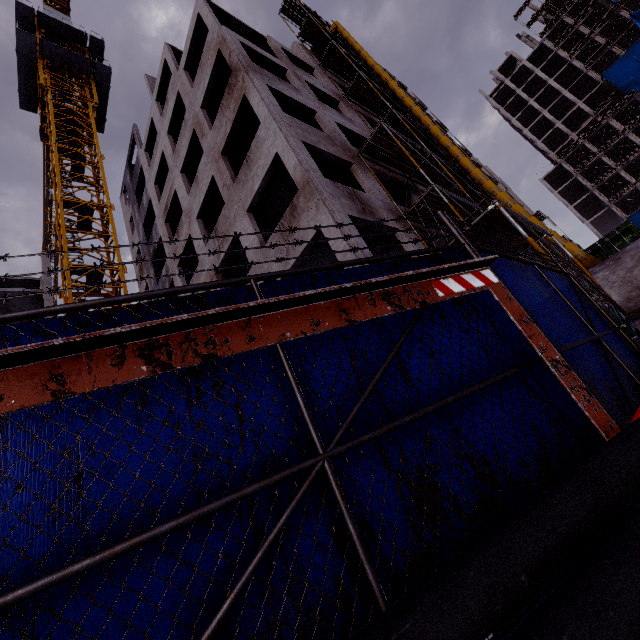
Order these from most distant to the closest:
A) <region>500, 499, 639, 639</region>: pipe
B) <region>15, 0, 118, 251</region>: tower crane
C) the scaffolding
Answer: <region>15, 0, 118, 251</region>: tower crane → the scaffolding → <region>500, 499, 639, 639</region>: pipe

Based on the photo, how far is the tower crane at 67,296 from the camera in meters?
15.2 m

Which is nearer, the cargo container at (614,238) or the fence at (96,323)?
the fence at (96,323)

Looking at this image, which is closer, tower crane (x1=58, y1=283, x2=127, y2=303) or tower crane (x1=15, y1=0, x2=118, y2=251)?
tower crane (x1=58, y1=283, x2=127, y2=303)

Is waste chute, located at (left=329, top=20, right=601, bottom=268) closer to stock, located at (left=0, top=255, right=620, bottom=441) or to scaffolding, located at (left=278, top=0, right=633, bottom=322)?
scaffolding, located at (left=278, top=0, right=633, bottom=322)

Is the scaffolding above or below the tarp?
below

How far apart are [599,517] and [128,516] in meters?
1.8

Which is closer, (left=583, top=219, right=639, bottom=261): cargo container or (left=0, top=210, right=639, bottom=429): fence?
(left=0, top=210, right=639, bottom=429): fence
